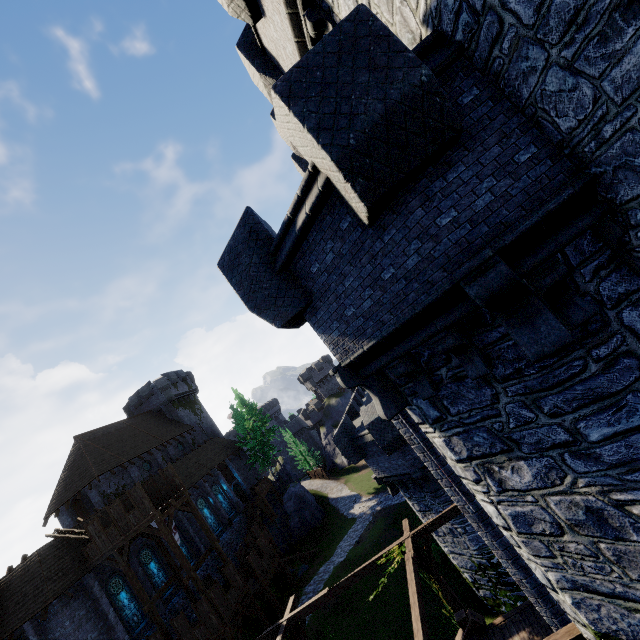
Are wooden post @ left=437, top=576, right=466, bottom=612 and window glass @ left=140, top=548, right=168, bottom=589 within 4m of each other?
no

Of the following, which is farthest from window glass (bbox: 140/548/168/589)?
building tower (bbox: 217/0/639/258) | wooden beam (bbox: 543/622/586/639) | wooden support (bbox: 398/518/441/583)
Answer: building tower (bbox: 217/0/639/258)

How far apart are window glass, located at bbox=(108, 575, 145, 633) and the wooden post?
22.4 meters

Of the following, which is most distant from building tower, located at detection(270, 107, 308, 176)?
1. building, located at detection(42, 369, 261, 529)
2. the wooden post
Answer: building, located at detection(42, 369, 261, 529)

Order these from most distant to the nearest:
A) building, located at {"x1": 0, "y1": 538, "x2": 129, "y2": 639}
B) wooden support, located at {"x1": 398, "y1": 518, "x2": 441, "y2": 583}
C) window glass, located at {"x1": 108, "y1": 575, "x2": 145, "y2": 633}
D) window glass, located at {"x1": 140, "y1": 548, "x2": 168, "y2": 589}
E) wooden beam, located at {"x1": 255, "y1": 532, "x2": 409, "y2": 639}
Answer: window glass, located at {"x1": 140, "y1": 548, "x2": 168, "y2": 589}, window glass, located at {"x1": 108, "y1": 575, "x2": 145, "y2": 633}, building, located at {"x1": 0, "y1": 538, "x2": 129, "y2": 639}, wooden beam, located at {"x1": 255, "y1": 532, "x2": 409, "y2": 639}, wooden support, located at {"x1": 398, "y1": 518, "x2": 441, "y2": 583}

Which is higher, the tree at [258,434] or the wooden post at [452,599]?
the tree at [258,434]

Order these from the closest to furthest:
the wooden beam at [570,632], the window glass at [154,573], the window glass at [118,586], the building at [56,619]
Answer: the wooden beam at [570,632] < the building at [56,619] < the window glass at [118,586] < the window glass at [154,573]

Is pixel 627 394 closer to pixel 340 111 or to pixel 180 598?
pixel 340 111
